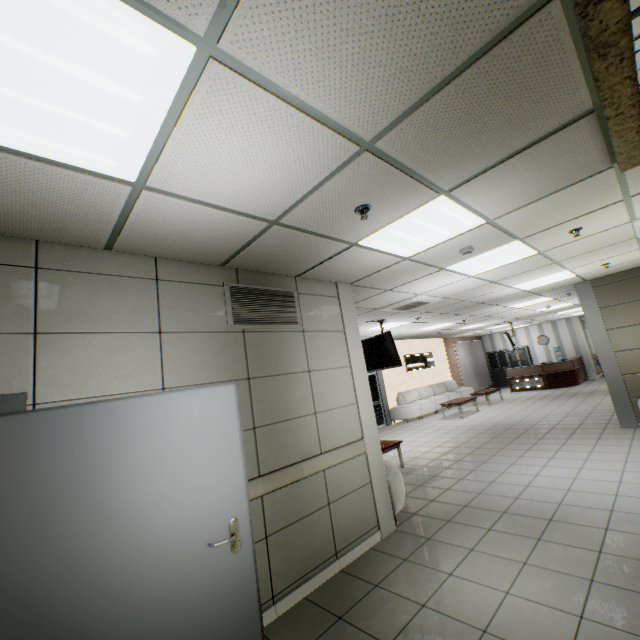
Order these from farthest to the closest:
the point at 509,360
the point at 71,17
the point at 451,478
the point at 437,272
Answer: the point at 509,360 → the point at 451,478 → the point at 437,272 → the point at 71,17

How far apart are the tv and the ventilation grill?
4.0 meters

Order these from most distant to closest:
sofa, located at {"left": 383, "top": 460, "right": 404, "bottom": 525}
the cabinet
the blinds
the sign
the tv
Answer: the cabinet → the blinds → the sign → the tv → sofa, located at {"left": 383, "top": 460, "right": 404, "bottom": 525}

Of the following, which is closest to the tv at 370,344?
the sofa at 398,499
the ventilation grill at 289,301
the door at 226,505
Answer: the sofa at 398,499

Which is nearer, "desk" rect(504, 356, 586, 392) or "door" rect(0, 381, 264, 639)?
"door" rect(0, 381, 264, 639)

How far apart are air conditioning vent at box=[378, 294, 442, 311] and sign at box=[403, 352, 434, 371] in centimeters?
707cm

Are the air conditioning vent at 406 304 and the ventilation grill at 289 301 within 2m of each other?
no

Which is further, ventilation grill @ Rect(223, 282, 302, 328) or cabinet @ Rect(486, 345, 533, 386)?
cabinet @ Rect(486, 345, 533, 386)
